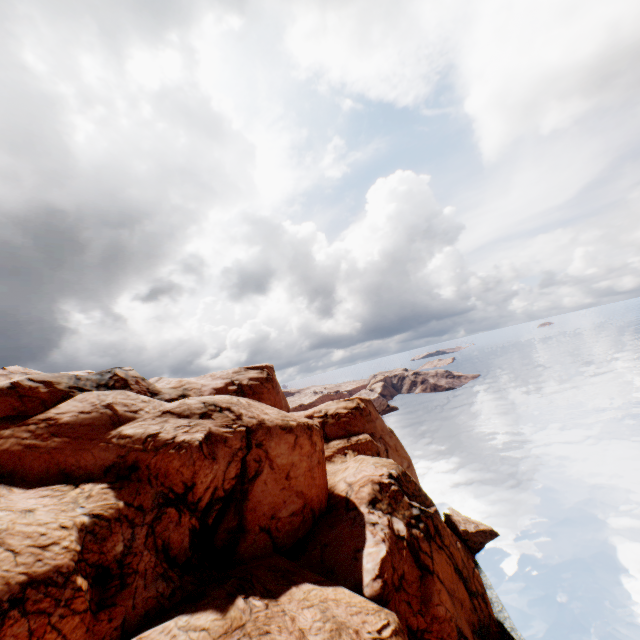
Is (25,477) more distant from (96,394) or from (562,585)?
(562,585)
